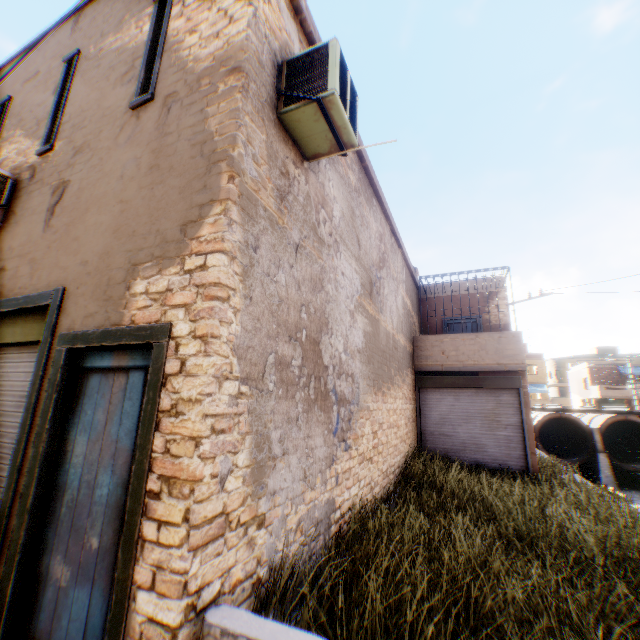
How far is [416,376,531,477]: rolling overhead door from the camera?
10.4 meters

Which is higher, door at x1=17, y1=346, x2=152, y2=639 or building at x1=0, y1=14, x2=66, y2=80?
building at x1=0, y1=14, x2=66, y2=80

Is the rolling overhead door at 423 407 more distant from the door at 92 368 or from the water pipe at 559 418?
the water pipe at 559 418

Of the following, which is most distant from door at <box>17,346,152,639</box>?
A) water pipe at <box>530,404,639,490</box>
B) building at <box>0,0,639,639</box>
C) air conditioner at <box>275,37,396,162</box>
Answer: water pipe at <box>530,404,639,490</box>

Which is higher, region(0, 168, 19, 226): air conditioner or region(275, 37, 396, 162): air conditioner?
region(275, 37, 396, 162): air conditioner

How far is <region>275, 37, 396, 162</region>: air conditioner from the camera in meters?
3.5 m

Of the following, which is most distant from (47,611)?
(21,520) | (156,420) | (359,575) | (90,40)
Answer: (90,40)

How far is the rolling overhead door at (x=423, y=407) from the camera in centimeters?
1039cm
